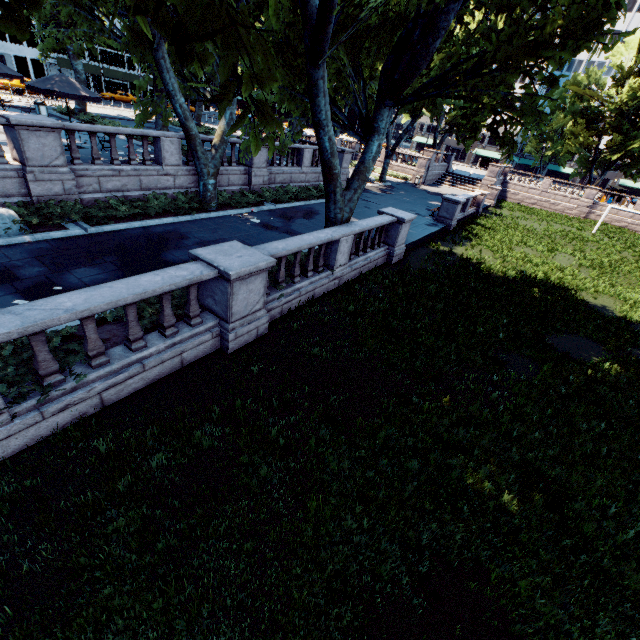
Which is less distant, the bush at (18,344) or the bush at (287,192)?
the bush at (18,344)

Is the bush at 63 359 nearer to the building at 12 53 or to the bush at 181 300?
the bush at 181 300

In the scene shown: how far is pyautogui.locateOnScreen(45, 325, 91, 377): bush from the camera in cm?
562

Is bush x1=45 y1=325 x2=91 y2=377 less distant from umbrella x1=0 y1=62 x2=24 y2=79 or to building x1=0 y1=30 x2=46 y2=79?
umbrella x1=0 y1=62 x2=24 y2=79

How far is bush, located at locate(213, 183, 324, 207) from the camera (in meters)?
17.06

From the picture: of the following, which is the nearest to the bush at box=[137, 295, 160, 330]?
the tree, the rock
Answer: the tree

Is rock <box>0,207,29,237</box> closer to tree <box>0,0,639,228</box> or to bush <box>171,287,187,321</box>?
tree <box>0,0,639,228</box>

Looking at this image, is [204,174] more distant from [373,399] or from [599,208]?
[599,208]
